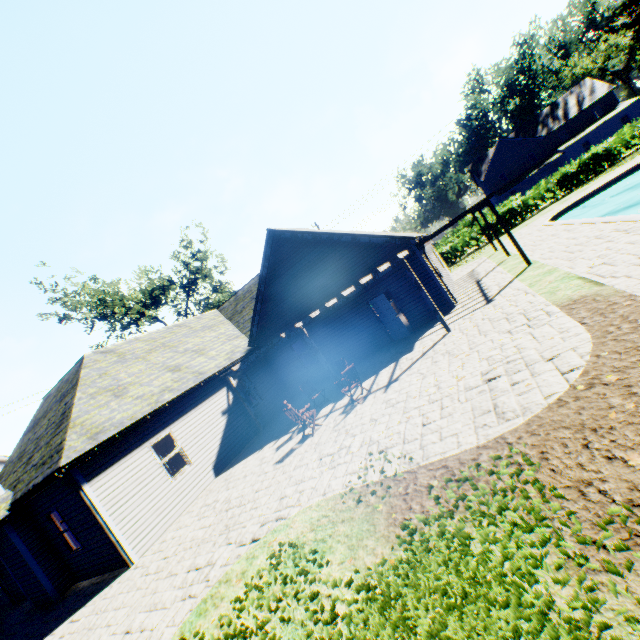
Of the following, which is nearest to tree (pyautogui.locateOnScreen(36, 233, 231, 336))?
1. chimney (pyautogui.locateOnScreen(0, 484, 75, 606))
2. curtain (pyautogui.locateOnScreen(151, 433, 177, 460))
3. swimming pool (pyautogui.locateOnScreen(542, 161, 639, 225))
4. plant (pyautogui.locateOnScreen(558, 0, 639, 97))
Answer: plant (pyautogui.locateOnScreen(558, 0, 639, 97))

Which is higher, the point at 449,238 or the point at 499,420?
the point at 449,238

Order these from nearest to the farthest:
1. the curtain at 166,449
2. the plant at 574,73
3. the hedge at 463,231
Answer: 1. the curtain at 166,449
2. the hedge at 463,231
3. the plant at 574,73

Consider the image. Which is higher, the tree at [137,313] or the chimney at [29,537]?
the tree at [137,313]

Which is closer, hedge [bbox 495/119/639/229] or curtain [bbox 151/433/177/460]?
curtain [bbox 151/433/177/460]

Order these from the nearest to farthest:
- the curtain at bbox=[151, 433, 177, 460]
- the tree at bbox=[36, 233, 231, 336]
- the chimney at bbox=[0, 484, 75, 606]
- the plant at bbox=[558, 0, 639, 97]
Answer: the chimney at bbox=[0, 484, 75, 606]
the curtain at bbox=[151, 433, 177, 460]
the tree at bbox=[36, 233, 231, 336]
the plant at bbox=[558, 0, 639, 97]

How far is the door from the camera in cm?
1416

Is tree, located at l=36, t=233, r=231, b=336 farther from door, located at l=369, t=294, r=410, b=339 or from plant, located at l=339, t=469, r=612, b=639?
door, located at l=369, t=294, r=410, b=339
